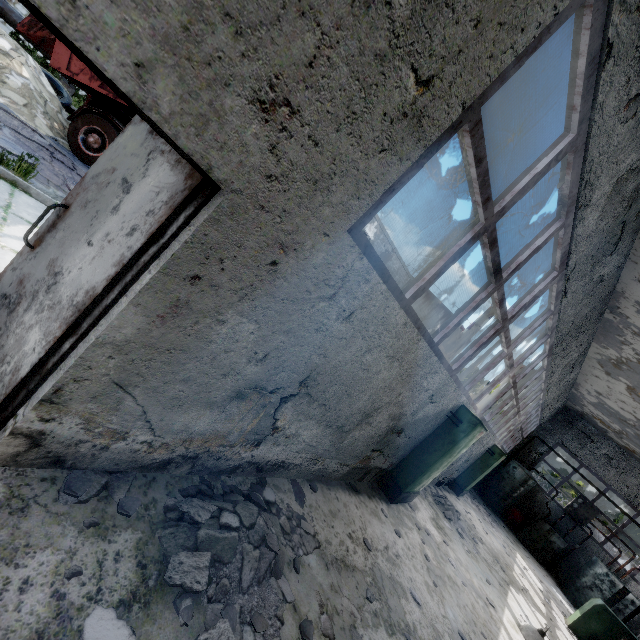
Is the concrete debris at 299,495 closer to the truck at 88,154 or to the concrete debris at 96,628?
the concrete debris at 96,628

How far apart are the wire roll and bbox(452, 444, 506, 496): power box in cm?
1894

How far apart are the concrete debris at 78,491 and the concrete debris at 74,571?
0.3m

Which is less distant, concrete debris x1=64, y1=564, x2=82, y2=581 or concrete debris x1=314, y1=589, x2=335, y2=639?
concrete debris x1=64, y1=564, x2=82, y2=581

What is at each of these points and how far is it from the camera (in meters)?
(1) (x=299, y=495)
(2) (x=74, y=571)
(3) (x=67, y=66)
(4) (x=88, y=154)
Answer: (1) concrete debris, 4.26
(2) concrete debris, 1.88
(3) truck dump body, 7.82
(4) truck, 8.48

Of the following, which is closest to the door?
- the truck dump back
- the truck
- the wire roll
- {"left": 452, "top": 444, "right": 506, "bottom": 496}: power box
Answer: the truck

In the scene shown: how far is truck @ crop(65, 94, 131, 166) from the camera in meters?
8.3 m

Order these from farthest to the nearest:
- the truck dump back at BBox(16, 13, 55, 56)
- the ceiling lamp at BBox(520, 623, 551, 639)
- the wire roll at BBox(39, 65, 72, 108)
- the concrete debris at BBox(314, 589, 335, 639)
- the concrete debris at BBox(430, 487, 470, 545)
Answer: the wire roll at BBox(39, 65, 72, 108), the concrete debris at BBox(430, 487, 470, 545), the truck dump back at BBox(16, 13, 55, 56), the ceiling lamp at BBox(520, 623, 551, 639), the concrete debris at BBox(314, 589, 335, 639)
